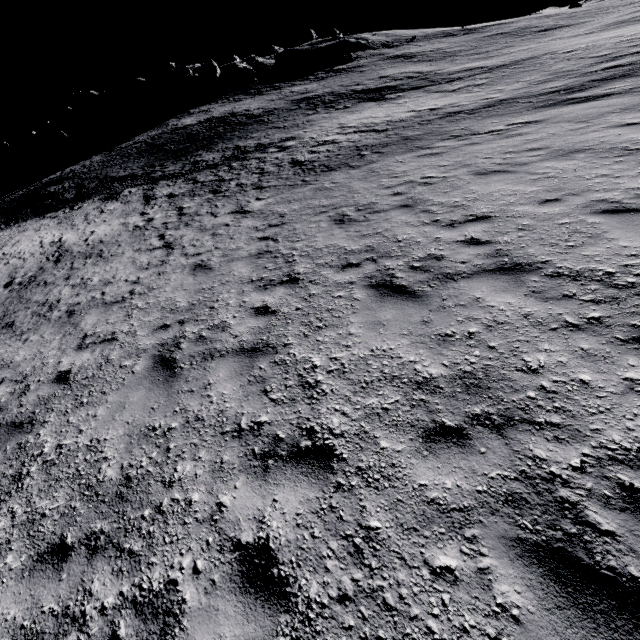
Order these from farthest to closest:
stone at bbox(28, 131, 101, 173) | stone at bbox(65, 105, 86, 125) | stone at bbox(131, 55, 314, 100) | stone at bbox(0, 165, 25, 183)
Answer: stone at bbox(65, 105, 86, 125) → stone at bbox(131, 55, 314, 100) → stone at bbox(0, 165, 25, 183) → stone at bbox(28, 131, 101, 173)

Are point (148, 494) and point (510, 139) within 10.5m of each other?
no

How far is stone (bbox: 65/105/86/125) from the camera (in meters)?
58.47

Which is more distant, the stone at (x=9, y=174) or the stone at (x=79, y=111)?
the stone at (x=79, y=111)

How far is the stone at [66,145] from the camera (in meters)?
47.97

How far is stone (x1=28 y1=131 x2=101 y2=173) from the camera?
48.0 meters

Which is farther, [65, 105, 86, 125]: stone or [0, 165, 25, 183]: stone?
[65, 105, 86, 125]: stone

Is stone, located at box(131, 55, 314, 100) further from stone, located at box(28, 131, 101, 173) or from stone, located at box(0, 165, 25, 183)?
stone, located at box(0, 165, 25, 183)
